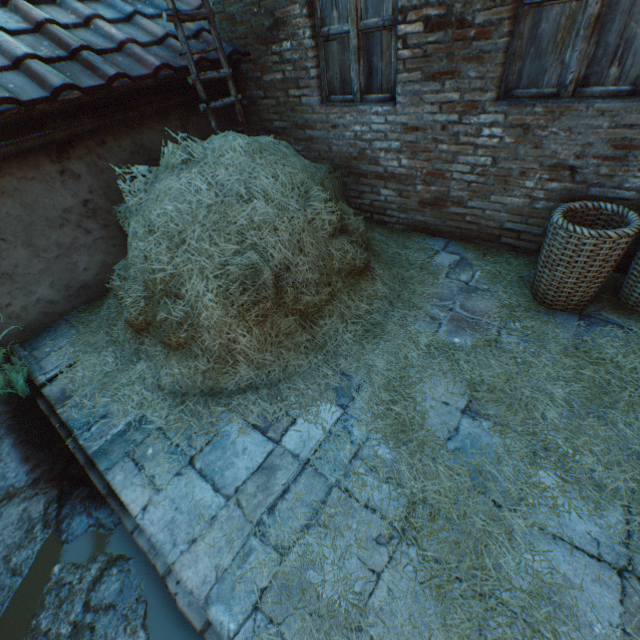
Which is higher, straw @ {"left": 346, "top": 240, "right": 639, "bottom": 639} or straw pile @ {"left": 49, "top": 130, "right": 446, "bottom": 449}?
straw pile @ {"left": 49, "top": 130, "right": 446, "bottom": 449}

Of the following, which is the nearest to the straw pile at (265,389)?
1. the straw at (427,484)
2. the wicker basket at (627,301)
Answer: the straw at (427,484)

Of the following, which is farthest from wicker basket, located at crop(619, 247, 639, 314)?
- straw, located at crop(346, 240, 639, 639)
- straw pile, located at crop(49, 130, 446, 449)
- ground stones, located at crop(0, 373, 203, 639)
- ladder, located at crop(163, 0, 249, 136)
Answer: ladder, located at crop(163, 0, 249, 136)

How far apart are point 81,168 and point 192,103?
1.6 meters

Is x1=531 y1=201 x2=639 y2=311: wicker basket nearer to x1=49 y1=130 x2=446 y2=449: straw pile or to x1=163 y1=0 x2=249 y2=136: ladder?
x1=49 y1=130 x2=446 y2=449: straw pile

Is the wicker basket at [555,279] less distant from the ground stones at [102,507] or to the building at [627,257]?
the building at [627,257]

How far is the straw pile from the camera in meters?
2.6

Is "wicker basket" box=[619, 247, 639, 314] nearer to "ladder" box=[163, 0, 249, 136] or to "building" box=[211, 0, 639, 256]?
"building" box=[211, 0, 639, 256]
